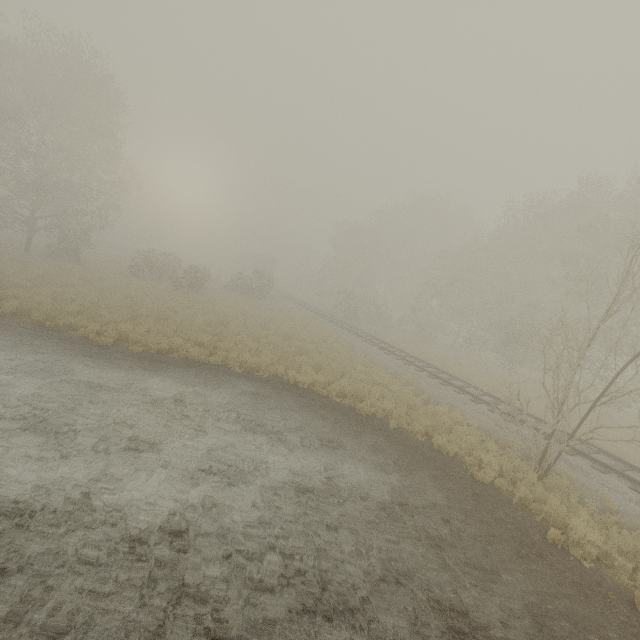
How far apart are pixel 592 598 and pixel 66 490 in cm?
1023

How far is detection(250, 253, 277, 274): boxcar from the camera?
56.0 meters

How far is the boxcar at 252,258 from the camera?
56.0 meters
